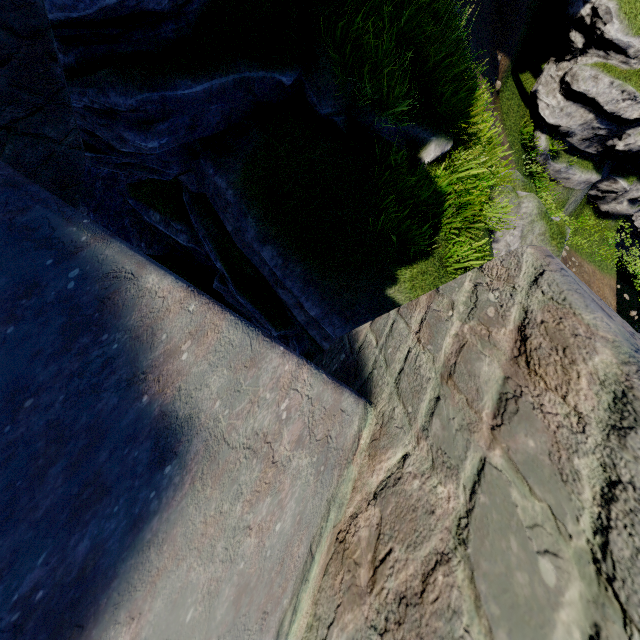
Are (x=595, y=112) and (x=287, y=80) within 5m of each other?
no
